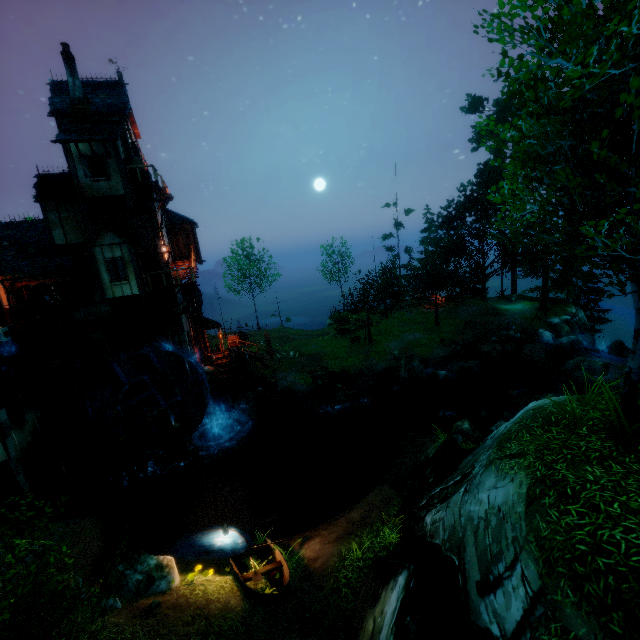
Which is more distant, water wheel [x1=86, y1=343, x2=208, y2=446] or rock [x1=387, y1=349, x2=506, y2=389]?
rock [x1=387, y1=349, x2=506, y2=389]

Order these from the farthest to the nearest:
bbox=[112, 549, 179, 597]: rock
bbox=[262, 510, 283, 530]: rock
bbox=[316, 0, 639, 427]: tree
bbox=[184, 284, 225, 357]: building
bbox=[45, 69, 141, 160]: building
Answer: bbox=[184, 284, 225, 357]: building
bbox=[45, 69, 141, 160]: building
bbox=[262, 510, 283, 530]: rock
bbox=[112, 549, 179, 597]: rock
bbox=[316, 0, 639, 427]: tree

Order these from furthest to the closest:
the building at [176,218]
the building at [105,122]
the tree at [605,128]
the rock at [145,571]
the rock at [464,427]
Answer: the building at [176,218] → the building at [105,122] → the rock at [464,427] → the rock at [145,571] → the tree at [605,128]

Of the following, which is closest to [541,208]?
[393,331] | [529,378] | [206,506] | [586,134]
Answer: [586,134]

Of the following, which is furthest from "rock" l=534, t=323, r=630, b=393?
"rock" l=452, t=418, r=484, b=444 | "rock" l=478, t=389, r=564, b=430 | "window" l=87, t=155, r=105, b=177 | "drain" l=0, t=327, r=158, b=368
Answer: "window" l=87, t=155, r=105, b=177

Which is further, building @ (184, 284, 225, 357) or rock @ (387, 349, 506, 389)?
building @ (184, 284, 225, 357)

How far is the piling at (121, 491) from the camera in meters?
17.0 m

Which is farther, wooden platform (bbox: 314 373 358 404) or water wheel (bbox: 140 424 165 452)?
wooden platform (bbox: 314 373 358 404)
